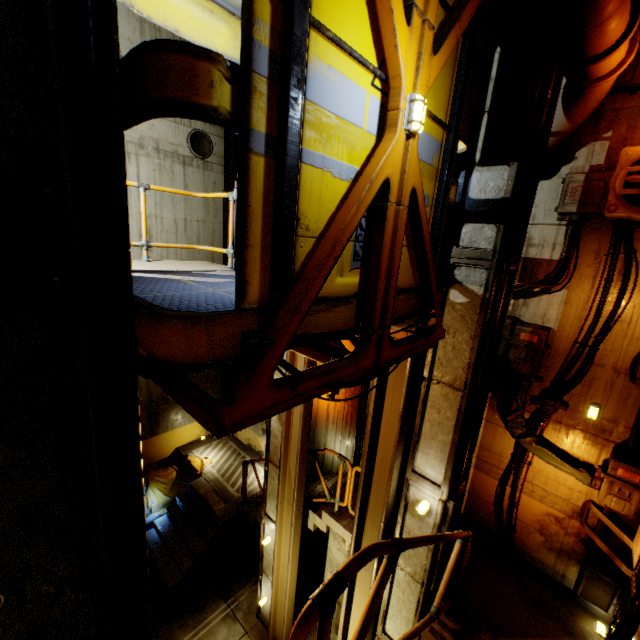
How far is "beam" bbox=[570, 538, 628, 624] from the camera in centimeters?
492cm

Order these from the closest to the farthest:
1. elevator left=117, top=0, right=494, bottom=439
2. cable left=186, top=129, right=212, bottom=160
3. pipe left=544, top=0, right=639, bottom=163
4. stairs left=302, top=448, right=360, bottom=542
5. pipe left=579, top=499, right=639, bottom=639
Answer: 1. elevator left=117, top=0, right=494, bottom=439
2. pipe left=544, top=0, right=639, bottom=163
3. pipe left=579, top=499, right=639, bottom=639
4. stairs left=302, top=448, right=360, bottom=542
5. cable left=186, top=129, right=212, bottom=160

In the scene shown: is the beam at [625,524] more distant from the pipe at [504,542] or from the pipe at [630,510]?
the pipe at [504,542]

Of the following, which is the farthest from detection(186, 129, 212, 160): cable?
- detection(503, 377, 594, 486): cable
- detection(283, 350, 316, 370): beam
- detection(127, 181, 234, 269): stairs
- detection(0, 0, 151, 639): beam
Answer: detection(503, 377, 594, 486): cable

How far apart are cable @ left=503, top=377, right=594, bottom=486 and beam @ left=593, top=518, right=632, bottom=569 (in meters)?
0.54

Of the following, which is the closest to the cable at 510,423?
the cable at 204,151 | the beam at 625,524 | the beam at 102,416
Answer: the beam at 625,524

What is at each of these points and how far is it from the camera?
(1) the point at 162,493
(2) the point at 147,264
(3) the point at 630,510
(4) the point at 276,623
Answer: (1) cloth, 10.4m
(2) stairs, 5.5m
(3) pipe, 4.6m
(4) beam, 7.2m

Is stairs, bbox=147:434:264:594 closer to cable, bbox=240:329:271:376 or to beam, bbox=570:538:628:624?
beam, bbox=570:538:628:624
